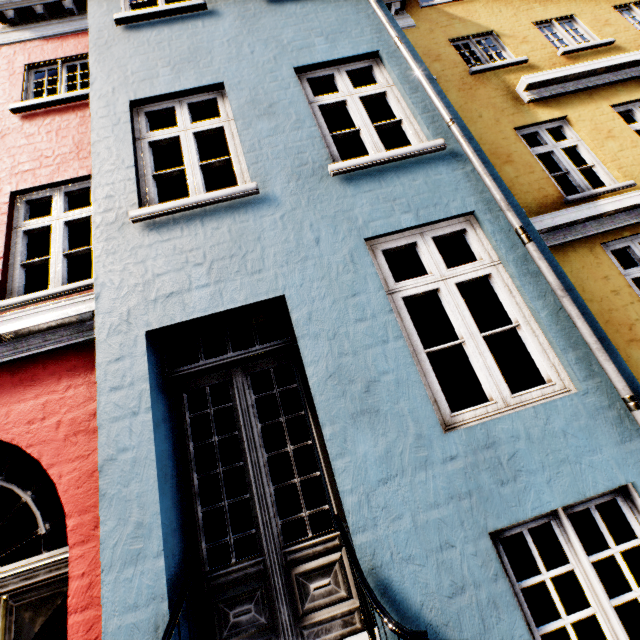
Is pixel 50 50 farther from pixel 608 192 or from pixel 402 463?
pixel 608 192
